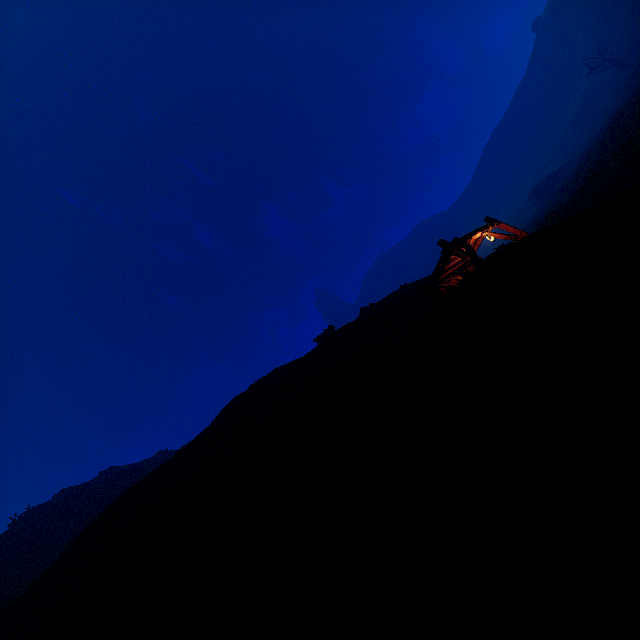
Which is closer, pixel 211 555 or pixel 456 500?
pixel 456 500

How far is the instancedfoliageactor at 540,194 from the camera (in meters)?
48.94

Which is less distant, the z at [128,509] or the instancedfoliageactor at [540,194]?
the z at [128,509]

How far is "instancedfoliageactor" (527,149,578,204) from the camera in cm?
4894

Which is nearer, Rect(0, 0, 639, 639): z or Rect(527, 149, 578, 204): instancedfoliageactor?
Rect(0, 0, 639, 639): z
